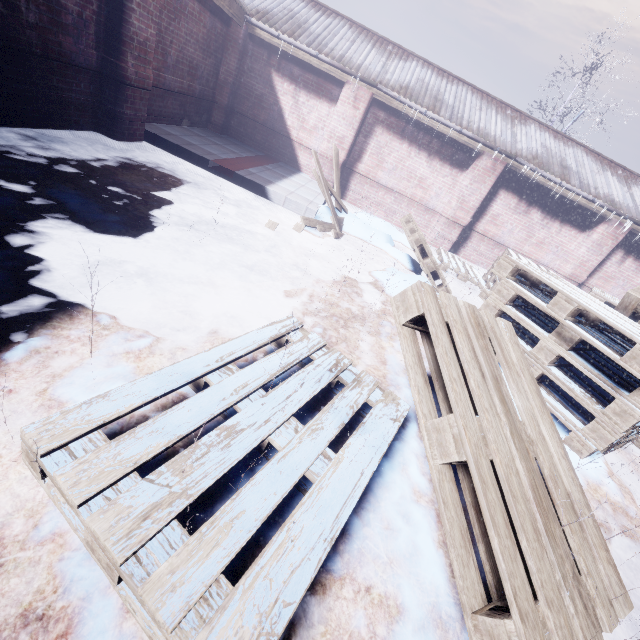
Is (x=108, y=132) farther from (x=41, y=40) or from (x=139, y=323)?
(x=139, y=323)

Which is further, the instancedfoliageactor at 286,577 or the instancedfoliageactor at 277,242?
the instancedfoliageactor at 277,242

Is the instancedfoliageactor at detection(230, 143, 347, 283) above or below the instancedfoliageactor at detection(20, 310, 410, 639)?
below

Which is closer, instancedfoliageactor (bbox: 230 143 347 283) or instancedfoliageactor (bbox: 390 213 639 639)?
instancedfoliageactor (bbox: 390 213 639 639)

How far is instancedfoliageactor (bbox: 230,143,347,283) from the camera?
3.7 meters
